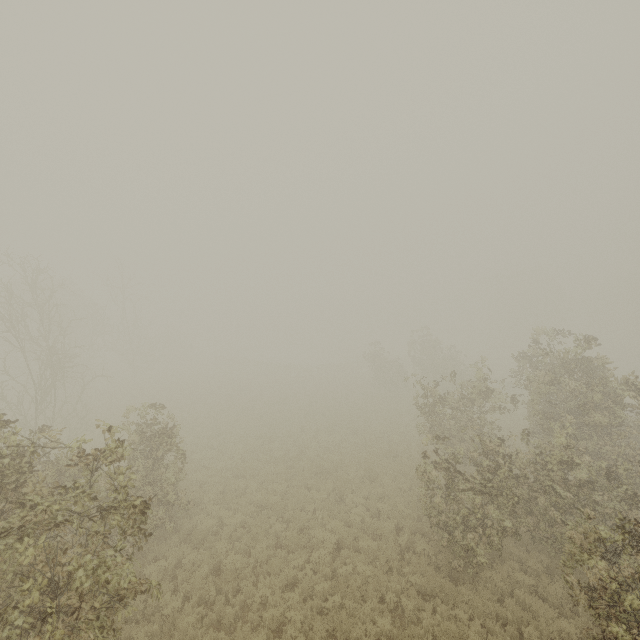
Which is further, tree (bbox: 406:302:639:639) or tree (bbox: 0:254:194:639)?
tree (bbox: 406:302:639:639)

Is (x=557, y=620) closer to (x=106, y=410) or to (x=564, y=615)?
(x=564, y=615)

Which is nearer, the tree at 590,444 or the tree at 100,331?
the tree at 100,331
